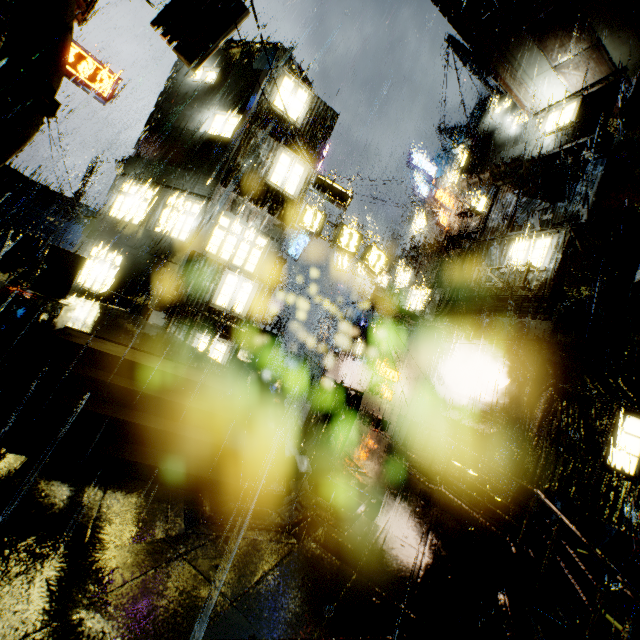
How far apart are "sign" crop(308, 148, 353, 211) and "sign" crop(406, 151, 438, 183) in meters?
14.6 m

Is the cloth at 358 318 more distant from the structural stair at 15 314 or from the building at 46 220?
the structural stair at 15 314

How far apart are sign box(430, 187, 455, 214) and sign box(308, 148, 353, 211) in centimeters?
836cm

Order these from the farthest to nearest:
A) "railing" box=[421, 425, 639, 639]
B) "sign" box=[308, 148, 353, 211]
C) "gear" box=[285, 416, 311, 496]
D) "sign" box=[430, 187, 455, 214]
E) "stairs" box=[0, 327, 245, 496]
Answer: "sign" box=[430, 187, 455, 214] → "sign" box=[308, 148, 353, 211] → "gear" box=[285, 416, 311, 496] → "stairs" box=[0, 327, 245, 496] → "railing" box=[421, 425, 639, 639]

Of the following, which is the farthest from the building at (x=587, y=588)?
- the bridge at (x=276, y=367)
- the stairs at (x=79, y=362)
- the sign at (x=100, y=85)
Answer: the stairs at (x=79, y=362)

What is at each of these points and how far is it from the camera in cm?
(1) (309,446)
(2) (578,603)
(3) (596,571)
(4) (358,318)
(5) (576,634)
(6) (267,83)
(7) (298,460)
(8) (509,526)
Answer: (1) support beam, 990
(2) building, 881
(3) building, 1325
(4) cloth, 2612
(5) building, 867
(6) building, 1403
(7) gear, 779
(8) building, 1113

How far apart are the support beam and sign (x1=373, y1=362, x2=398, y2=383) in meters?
10.4

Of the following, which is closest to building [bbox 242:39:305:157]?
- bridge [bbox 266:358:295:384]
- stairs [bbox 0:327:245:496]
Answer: bridge [bbox 266:358:295:384]
